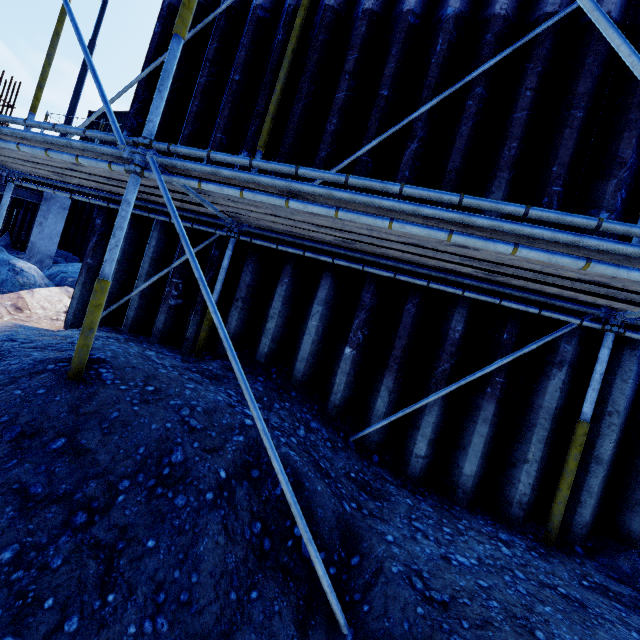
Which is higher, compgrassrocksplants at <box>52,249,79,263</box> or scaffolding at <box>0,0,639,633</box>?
scaffolding at <box>0,0,639,633</box>

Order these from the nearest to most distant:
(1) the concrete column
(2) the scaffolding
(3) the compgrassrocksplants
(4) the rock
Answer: (2) the scaffolding, (4) the rock, (1) the concrete column, (3) the compgrassrocksplants

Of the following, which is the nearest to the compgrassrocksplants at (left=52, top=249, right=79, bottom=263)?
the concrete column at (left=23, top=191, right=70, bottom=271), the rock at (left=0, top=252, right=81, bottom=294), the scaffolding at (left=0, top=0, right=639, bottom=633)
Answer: the concrete column at (left=23, top=191, right=70, bottom=271)

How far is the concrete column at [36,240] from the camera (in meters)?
12.41

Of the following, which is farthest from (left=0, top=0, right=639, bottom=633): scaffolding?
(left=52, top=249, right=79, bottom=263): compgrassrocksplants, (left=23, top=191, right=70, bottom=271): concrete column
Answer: (left=52, top=249, right=79, bottom=263): compgrassrocksplants

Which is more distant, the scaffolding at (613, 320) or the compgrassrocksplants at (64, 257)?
the compgrassrocksplants at (64, 257)

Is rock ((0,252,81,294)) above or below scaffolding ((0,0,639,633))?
below

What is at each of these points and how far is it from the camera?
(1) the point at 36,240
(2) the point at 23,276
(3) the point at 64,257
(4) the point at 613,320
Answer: (1) concrete column, 12.44m
(2) rock, 6.41m
(3) compgrassrocksplants, 14.59m
(4) scaffolding, 2.89m
